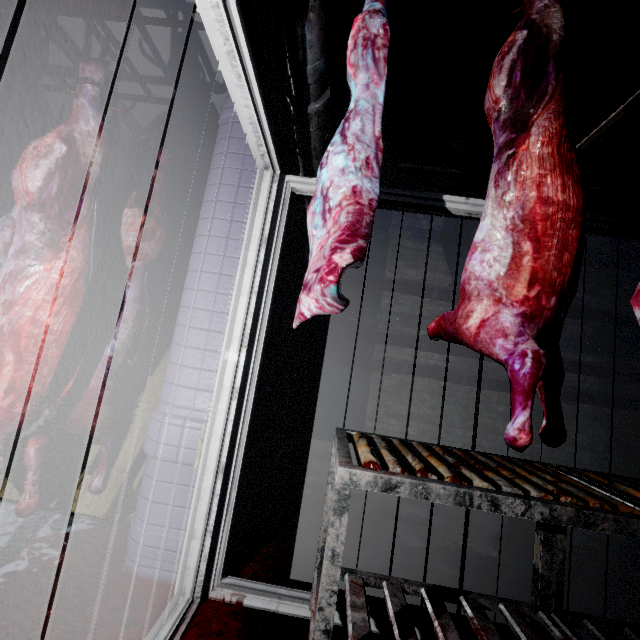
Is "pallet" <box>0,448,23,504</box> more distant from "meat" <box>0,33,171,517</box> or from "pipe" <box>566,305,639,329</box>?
"pipe" <box>566,305,639,329</box>

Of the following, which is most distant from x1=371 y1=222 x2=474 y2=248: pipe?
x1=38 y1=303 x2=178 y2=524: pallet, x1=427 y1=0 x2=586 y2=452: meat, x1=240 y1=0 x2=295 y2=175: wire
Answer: x1=38 y1=303 x2=178 y2=524: pallet

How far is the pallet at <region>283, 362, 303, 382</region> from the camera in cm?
309

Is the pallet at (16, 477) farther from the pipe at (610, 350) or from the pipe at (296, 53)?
the pipe at (610, 350)

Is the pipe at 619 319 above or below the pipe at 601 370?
above

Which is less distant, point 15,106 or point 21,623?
point 21,623

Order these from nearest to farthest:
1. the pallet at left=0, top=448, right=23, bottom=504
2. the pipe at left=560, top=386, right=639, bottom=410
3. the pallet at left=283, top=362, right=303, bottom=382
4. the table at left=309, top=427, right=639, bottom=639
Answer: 1. the table at left=309, top=427, right=639, bottom=639
2. the pallet at left=0, top=448, right=23, bottom=504
3. the pallet at left=283, top=362, right=303, bottom=382
4. the pipe at left=560, top=386, right=639, bottom=410

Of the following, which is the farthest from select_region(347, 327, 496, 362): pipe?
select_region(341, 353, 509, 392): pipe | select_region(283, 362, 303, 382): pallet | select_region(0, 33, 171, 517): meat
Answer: select_region(0, 33, 171, 517): meat
